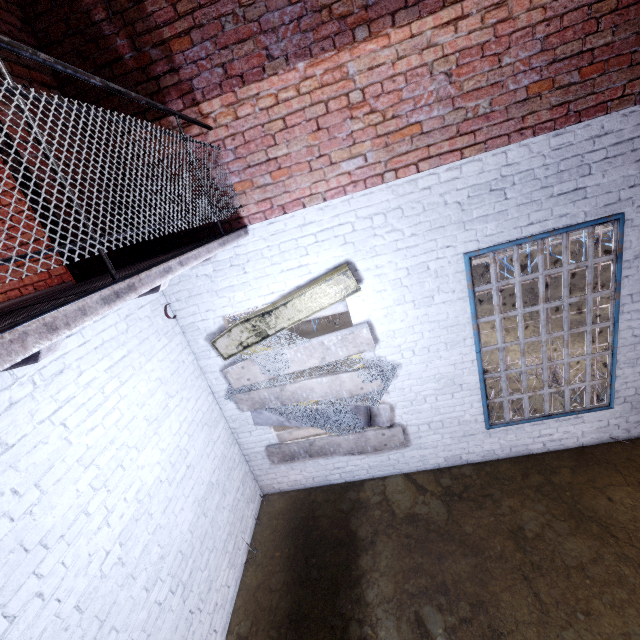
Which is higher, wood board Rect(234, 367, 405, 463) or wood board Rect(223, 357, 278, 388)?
wood board Rect(223, 357, 278, 388)

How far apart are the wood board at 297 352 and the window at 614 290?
1.2m

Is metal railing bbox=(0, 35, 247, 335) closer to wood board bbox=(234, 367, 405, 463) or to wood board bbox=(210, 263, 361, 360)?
wood board bbox=(210, 263, 361, 360)

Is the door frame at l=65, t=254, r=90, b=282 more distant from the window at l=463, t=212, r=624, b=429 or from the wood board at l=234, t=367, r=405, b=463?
the window at l=463, t=212, r=624, b=429

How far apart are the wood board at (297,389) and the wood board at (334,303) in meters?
0.1

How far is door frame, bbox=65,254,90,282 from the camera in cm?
287

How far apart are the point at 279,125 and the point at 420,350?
3.0 meters

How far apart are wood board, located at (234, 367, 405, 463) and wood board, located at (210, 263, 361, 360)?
0.1 meters
